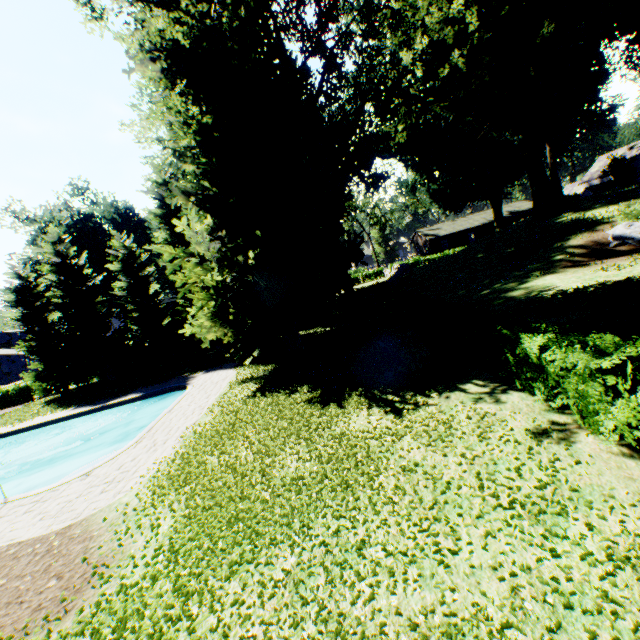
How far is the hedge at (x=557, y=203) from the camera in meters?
28.6 m

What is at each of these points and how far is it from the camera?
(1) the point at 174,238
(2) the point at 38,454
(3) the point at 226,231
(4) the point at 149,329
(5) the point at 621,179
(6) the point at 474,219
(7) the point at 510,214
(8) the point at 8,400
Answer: (1) tree, 27.1 meters
(2) swimming pool, 21.4 meters
(3) plant, 17.0 meters
(4) tree, 28.5 meters
(5) plant, 44.3 meters
(6) house, 59.6 meters
(7) house, 56.9 meters
(8) hedge, 32.0 meters

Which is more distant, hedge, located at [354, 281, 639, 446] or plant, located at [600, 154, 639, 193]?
plant, located at [600, 154, 639, 193]

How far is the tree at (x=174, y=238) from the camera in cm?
2570

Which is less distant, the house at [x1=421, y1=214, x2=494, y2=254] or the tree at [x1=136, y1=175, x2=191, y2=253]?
the tree at [x1=136, y1=175, x2=191, y2=253]

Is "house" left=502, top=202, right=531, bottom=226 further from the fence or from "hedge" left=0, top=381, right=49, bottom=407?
"hedge" left=0, top=381, right=49, bottom=407

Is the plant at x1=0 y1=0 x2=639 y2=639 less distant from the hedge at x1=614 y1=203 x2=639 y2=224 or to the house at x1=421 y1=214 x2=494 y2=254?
the house at x1=421 y1=214 x2=494 y2=254

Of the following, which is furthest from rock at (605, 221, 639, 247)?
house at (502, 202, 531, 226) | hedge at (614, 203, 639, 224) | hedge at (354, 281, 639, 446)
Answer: house at (502, 202, 531, 226)
